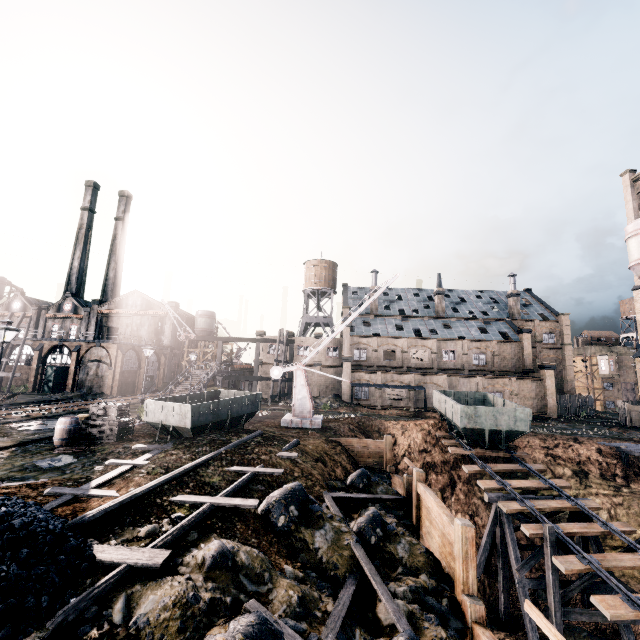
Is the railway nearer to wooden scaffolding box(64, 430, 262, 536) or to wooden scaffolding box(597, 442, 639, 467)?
wooden scaffolding box(597, 442, 639, 467)

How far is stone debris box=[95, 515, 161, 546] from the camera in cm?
741

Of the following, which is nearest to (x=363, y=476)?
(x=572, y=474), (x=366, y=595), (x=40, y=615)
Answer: (x=366, y=595)

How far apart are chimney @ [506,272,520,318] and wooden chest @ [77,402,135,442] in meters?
56.1 m

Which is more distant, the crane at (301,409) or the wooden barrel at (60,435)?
the crane at (301,409)

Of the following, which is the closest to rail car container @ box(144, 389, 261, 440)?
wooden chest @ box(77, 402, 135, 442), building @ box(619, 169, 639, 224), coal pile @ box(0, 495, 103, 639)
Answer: wooden chest @ box(77, 402, 135, 442)

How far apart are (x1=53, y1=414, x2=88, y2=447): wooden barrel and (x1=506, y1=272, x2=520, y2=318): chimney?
58.6 meters

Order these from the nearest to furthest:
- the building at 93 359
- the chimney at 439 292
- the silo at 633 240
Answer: the silo at 633 240, the building at 93 359, the chimney at 439 292
